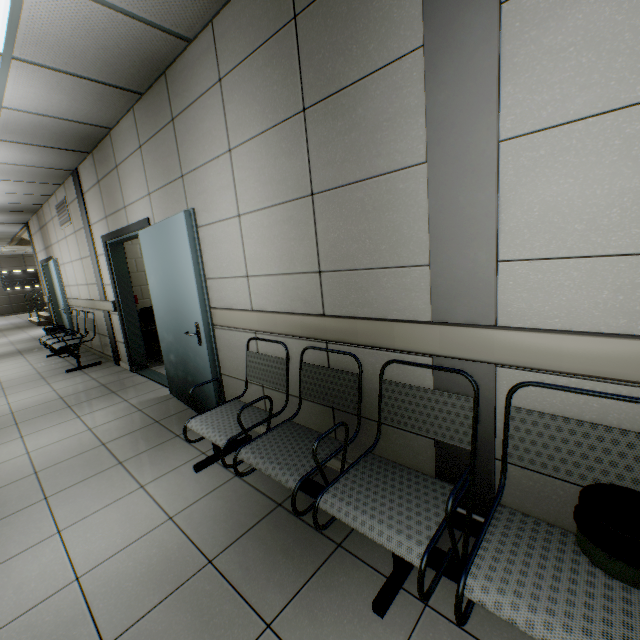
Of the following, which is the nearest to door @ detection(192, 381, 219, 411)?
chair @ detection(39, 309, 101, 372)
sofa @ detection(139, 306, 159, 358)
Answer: sofa @ detection(139, 306, 159, 358)

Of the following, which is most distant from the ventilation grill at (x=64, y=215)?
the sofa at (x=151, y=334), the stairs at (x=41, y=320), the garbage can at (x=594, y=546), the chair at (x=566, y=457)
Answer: the garbage can at (x=594, y=546)

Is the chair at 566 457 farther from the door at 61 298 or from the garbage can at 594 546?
the door at 61 298

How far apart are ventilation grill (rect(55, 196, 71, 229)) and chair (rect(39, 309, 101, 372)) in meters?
1.6

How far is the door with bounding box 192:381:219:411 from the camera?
3.0m

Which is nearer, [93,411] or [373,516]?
[373,516]

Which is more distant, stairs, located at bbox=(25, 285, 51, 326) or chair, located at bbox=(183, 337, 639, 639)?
stairs, located at bbox=(25, 285, 51, 326)

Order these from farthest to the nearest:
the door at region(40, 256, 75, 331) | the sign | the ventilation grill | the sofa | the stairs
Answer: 1. the sign
2. the stairs
3. the door at region(40, 256, 75, 331)
4. the ventilation grill
5. the sofa
